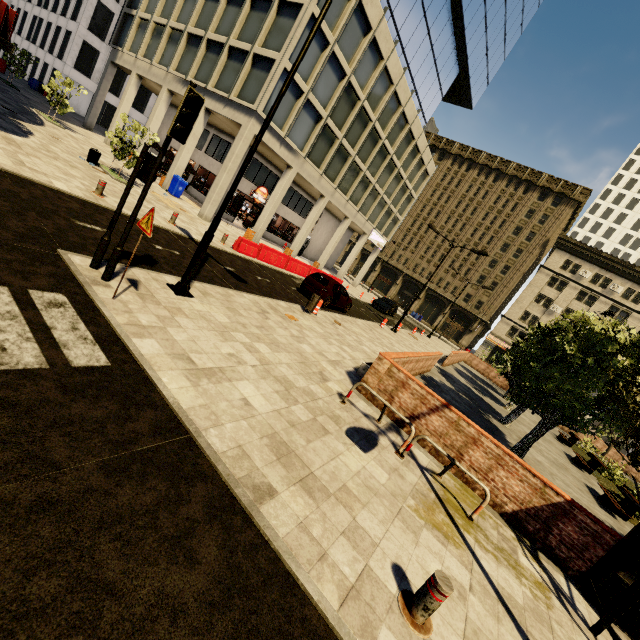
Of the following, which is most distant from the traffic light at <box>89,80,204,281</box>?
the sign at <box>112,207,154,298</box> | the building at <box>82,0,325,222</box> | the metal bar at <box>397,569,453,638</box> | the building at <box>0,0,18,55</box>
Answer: the building at <box>82,0,325,222</box>

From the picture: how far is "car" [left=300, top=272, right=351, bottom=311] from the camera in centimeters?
1641cm

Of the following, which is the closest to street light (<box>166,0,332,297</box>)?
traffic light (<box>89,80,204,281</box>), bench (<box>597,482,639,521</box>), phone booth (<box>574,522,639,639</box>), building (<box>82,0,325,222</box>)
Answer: traffic light (<box>89,80,204,281</box>)

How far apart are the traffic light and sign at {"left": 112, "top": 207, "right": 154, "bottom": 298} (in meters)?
0.53

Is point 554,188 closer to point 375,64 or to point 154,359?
point 375,64

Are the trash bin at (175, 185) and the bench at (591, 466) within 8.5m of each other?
no

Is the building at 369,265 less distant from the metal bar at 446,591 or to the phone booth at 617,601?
the metal bar at 446,591

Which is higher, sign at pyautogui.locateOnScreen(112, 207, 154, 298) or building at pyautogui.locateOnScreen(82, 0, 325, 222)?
building at pyautogui.locateOnScreen(82, 0, 325, 222)
